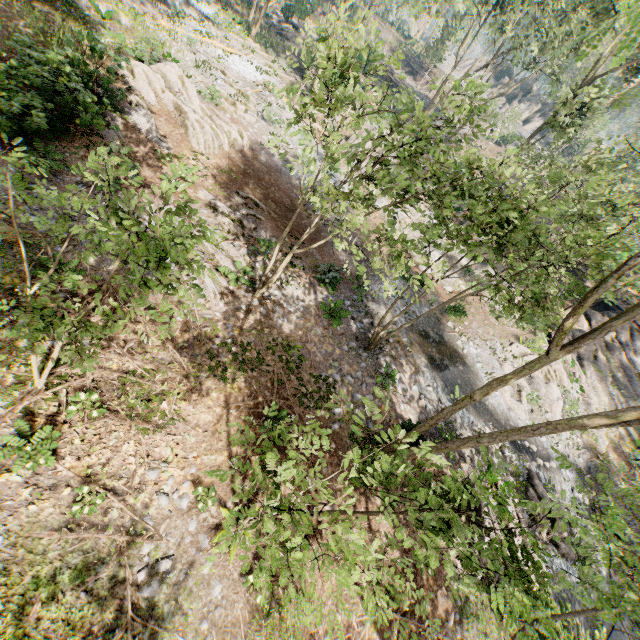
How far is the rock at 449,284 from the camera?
22.9m

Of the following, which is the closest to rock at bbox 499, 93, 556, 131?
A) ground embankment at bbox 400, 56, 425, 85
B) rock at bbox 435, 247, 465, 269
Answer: ground embankment at bbox 400, 56, 425, 85

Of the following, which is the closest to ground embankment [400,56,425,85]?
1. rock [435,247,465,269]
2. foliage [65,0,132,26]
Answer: foliage [65,0,132,26]

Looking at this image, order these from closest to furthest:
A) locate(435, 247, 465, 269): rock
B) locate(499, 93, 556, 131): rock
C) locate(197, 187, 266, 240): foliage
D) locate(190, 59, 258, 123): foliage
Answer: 1. locate(197, 187, 266, 240): foliage
2. locate(190, 59, 258, 123): foliage
3. locate(435, 247, 465, 269): rock
4. locate(499, 93, 556, 131): rock

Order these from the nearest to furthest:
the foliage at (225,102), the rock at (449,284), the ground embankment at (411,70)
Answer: the foliage at (225,102), the rock at (449,284), the ground embankment at (411,70)

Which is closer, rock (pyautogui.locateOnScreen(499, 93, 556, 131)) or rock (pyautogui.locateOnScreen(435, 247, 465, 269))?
rock (pyautogui.locateOnScreen(435, 247, 465, 269))

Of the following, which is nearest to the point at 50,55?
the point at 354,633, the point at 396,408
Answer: the point at 396,408

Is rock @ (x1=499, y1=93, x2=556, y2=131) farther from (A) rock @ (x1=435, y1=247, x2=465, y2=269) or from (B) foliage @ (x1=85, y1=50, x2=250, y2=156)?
(A) rock @ (x1=435, y1=247, x2=465, y2=269)
